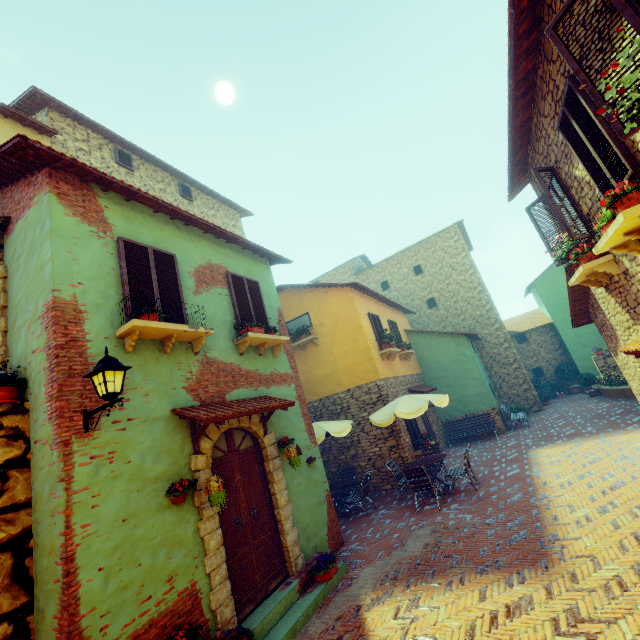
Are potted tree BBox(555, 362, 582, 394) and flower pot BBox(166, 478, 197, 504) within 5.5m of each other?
no

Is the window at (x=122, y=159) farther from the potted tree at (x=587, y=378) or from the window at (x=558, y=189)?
the potted tree at (x=587, y=378)

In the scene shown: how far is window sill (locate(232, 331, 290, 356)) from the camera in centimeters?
696cm

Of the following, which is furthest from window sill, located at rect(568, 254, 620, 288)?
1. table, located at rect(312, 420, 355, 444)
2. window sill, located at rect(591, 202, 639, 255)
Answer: table, located at rect(312, 420, 355, 444)

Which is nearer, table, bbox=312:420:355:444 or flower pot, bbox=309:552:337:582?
flower pot, bbox=309:552:337:582

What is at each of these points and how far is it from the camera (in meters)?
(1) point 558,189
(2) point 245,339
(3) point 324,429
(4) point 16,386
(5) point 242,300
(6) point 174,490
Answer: (1) window, 6.34
(2) window sill, 6.96
(3) table, 9.41
(4) flower pot, 4.40
(5) window, 7.80
(6) flower pot, 4.58

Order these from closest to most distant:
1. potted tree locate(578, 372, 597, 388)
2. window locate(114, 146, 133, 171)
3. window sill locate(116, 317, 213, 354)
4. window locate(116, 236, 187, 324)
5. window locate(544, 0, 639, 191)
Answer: window locate(544, 0, 639, 191), window sill locate(116, 317, 213, 354), window locate(116, 236, 187, 324), window locate(114, 146, 133, 171), potted tree locate(578, 372, 597, 388)

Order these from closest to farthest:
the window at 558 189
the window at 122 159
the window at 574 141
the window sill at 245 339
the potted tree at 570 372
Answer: the window at 574 141 < the window at 558 189 < the window sill at 245 339 < the window at 122 159 < the potted tree at 570 372
